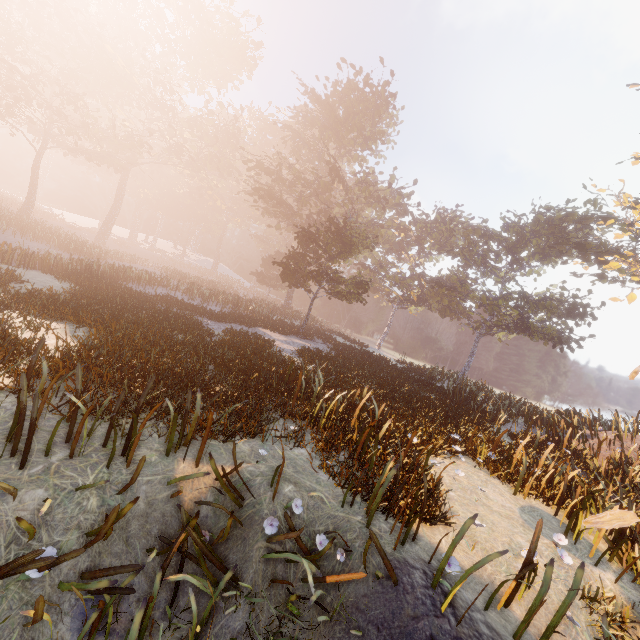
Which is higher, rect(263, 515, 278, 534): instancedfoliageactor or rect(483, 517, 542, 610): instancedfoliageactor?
rect(483, 517, 542, 610): instancedfoliageactor

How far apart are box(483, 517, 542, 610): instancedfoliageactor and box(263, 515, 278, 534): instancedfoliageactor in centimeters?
253cm

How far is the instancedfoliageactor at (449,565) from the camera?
3.6m

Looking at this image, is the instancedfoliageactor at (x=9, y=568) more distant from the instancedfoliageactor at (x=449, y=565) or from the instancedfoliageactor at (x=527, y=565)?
the instancedfoliageactor at (x=527, y=565)

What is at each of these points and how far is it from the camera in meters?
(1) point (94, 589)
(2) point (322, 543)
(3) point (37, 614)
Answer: (1) instancedfoliageactor, 3.0 m
(2) instancedfoliageactor, 4.4 m
(3) instancedfoliageactor, 2.6 m

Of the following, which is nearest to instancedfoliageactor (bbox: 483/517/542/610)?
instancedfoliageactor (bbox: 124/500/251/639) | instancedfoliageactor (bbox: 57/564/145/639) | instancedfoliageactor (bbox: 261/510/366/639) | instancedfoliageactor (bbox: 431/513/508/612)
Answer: instancedfoliageactor (bbox: 431/513/508/612)

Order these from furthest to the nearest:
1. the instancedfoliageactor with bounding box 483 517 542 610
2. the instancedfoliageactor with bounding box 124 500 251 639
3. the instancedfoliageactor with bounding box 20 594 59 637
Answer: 1. the instancedfoliageactor with bounding box 483 517 542 610
2. the instancedfoliageactor with bounding box 124 500 251 639
3. the instancedfoliageactor with bounding box 20 594 59 637

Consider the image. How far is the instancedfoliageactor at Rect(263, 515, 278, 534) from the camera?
4.07m
